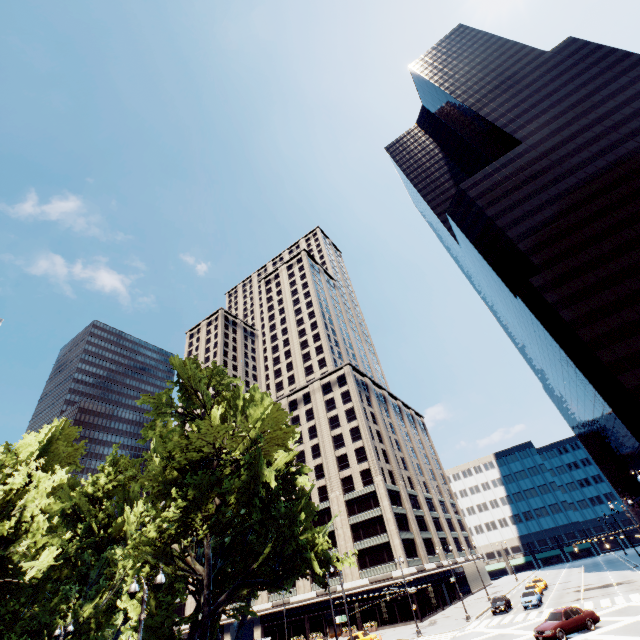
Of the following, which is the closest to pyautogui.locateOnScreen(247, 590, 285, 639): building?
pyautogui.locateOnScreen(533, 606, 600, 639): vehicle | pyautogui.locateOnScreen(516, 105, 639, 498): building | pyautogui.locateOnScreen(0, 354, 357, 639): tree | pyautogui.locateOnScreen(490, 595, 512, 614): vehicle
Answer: pyautogui.locateOnScreen(0, 354, 357, 639): tree

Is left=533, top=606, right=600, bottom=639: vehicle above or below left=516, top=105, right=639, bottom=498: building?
below

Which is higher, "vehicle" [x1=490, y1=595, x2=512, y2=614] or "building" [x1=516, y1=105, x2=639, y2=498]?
"building" [x1=516, y1=105, x2=639, y2=498]

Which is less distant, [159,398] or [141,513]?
[159,398]

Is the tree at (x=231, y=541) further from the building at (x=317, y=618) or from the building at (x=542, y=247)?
the building at (x=542, y=247)

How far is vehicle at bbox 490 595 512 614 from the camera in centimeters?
3809cm

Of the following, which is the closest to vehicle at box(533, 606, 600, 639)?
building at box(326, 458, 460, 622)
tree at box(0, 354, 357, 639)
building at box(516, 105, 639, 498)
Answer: tree at box(0, 354, 357, 639)

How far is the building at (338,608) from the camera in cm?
5159
